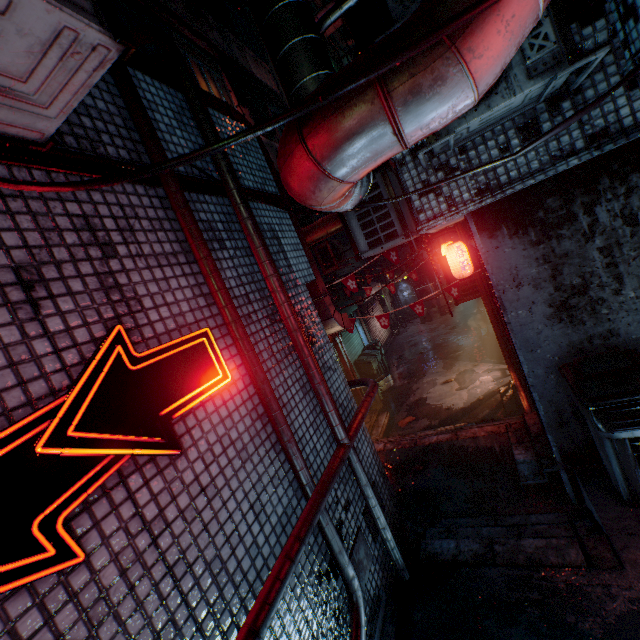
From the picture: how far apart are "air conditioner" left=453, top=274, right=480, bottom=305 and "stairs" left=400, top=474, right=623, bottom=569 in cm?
317

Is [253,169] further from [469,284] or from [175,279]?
[469,284]

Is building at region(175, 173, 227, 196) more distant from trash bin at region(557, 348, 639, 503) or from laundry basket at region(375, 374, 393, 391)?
laundry basket at region(375, 374, 393, 391)

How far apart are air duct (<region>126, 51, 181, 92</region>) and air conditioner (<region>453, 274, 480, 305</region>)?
4.69m

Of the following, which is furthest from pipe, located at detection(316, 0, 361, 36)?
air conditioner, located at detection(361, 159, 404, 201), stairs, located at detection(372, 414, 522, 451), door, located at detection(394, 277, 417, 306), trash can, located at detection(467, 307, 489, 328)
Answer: door, located at detection(394, 277, 417, 306)

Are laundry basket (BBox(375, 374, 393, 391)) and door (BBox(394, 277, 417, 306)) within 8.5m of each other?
no

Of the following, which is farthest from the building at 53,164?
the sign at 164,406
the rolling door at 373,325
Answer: the rolling door at 373,325

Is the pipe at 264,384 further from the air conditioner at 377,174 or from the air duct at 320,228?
the air conditioner at 377,174
